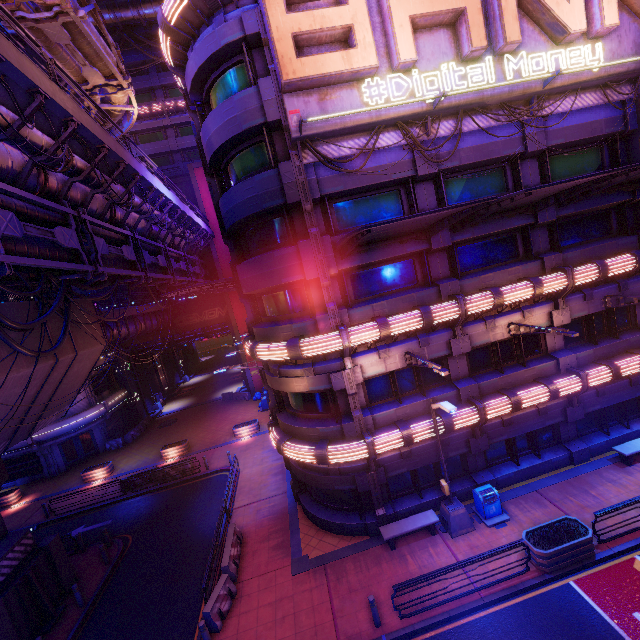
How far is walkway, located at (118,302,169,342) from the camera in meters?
25.6

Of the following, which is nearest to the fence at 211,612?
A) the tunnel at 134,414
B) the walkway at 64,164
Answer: the walkway at 64,164

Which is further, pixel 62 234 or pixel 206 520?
pixel 206 520

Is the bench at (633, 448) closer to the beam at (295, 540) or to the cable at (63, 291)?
the beam at (295, 540)

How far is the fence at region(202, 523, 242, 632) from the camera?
11.7 meters

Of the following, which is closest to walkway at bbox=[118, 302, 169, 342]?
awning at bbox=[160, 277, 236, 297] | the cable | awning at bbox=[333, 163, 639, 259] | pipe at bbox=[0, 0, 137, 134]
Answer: pipe at bbox=[0, 0, 137, 134]

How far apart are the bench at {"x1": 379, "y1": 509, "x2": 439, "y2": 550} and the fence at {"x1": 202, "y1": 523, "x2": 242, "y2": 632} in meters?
6.3

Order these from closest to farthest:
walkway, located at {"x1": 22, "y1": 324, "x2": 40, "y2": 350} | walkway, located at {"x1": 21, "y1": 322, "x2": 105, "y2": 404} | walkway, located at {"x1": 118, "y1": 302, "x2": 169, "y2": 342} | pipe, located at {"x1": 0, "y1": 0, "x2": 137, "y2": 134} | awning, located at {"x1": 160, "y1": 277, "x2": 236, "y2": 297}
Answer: pipe, located at {"x1": 0, "y1": 0, "x2": 137, "y2": 134} → walkway, located at {"x1": 22, "y1": 324, "x2": 40, "y2": 350} → walkway, located at {"x1": 21, "y1": 322, "x2": 105, "y2": 404} → awning, located at {"x1": 160, "y1": 277, "x2": 236, "y2": 297} → walkway, located at {"x1": 118, "y1": 302, "x2": 169, "y2": 342}
